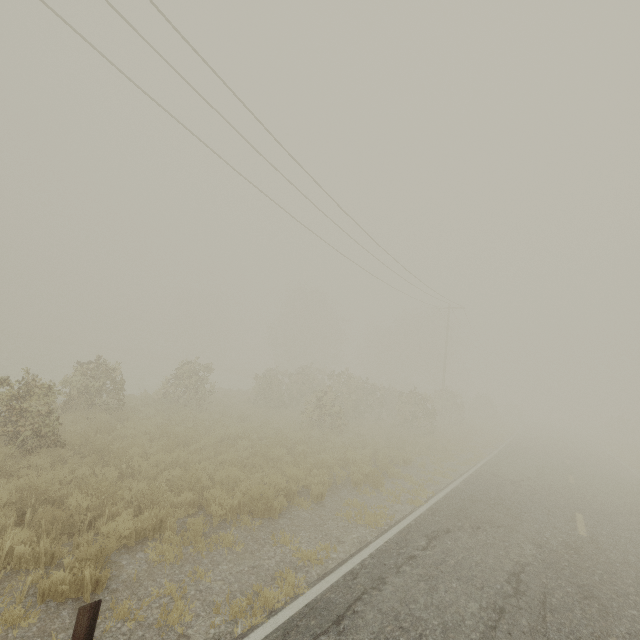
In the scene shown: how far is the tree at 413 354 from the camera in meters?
20.0 m

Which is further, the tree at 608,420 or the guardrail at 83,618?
the tree at 608,420

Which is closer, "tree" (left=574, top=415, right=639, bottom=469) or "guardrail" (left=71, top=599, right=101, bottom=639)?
"guardrail" (left=71, top=599, right=101, bottom=639)

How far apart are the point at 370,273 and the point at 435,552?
17.3 meters

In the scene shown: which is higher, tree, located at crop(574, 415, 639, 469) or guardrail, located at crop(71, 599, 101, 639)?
tree, located at crop(574, 415, 639, 469)

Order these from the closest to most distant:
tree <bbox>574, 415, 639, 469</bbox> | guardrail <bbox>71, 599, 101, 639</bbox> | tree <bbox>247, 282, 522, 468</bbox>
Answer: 1. guardrail <bbox>71, 599, 101, 639</bbox>
2. tree <bbox>247, 282, 522, 468</bbox>
3. tree <bbox>574, 415, 639, 469</bbox>
